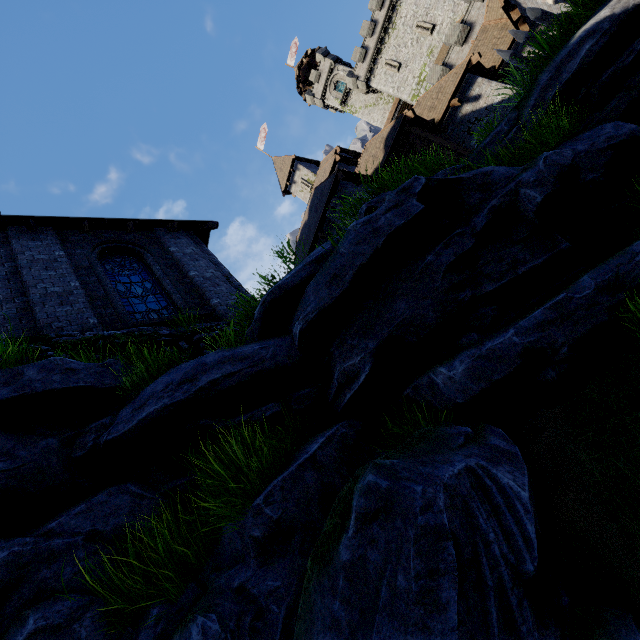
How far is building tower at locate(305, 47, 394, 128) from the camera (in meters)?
42.92

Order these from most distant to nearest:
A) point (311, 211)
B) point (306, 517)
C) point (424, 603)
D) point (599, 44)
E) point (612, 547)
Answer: point (311, 211) → point (599, 44) → point (306, 517) → point (612, 547) → point (424, 603)

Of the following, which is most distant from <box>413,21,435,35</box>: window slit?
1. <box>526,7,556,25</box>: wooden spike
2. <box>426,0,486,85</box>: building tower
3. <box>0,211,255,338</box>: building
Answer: <box>0,211,255,338</box>: building

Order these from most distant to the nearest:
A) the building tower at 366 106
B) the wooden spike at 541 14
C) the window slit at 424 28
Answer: the building tower at 366 106, the window slit at 424 28, the wooden spike at 541 14

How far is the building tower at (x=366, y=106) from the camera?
42.9 meters

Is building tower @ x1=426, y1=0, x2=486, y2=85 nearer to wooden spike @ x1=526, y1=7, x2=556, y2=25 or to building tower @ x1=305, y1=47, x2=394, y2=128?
building tower @ x1=305, y1=47, x2=394, y2=128

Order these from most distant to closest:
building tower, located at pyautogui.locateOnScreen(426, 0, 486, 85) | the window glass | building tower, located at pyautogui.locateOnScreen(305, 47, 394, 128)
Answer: building tower, located at pyautogui.locateOnScreen(305, 47, 394, 128) < building tower, located at pyautogui.locateOnScreen(426, 0, 486, 85) < the window glass

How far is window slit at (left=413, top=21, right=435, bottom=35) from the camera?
34.2m
